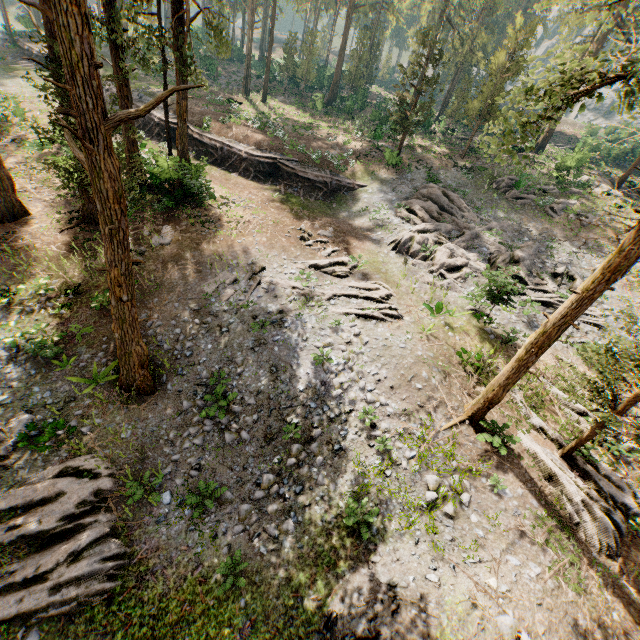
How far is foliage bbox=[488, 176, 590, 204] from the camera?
26.5 meters

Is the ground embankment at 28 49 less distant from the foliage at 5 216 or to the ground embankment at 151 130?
the foliage at 5 216

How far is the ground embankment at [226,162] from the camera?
26.8m

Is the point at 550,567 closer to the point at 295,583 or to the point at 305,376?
the point at 295,583

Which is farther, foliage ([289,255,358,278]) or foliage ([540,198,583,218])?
foliage ([540,198,583,218])

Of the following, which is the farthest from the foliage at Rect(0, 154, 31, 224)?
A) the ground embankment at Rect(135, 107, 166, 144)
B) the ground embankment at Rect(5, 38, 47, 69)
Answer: the ground embankment at Rect(5, 38, 47, 69)

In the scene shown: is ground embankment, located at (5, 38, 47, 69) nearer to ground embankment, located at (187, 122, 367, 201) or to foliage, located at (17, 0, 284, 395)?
foliage, located at (17, 0, 284, 395)
